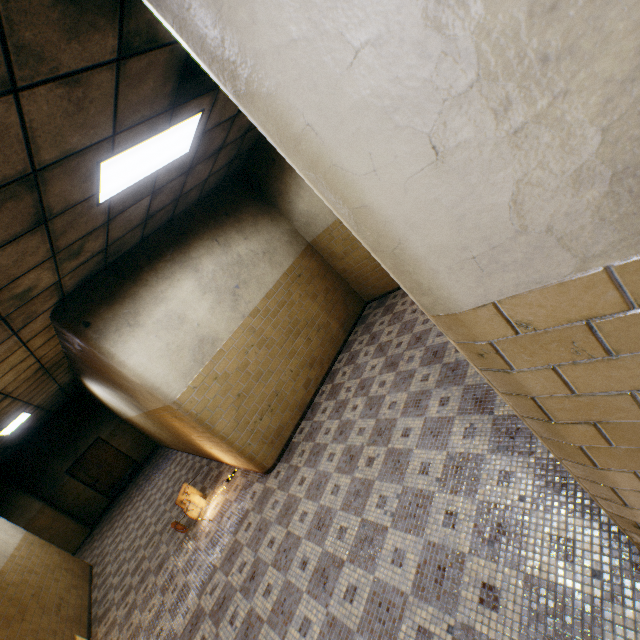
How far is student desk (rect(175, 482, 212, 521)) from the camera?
5.9 meters

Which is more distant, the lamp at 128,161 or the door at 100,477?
the door at 100,477

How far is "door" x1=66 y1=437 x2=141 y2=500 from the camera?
13.09m

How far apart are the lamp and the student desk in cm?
498

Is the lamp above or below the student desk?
above

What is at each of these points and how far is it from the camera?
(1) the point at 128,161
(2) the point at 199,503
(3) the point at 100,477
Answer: (1) lamp, 3.0 meters
(2) student desk, 6.1 meters
(3) door, 13.3 meters

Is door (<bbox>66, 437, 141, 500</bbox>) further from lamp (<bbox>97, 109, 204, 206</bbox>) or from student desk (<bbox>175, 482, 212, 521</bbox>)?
lamp (<bbox>97, 109, 204, 206</bbox>)

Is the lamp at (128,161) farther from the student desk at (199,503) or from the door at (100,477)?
the door at (100,477)
